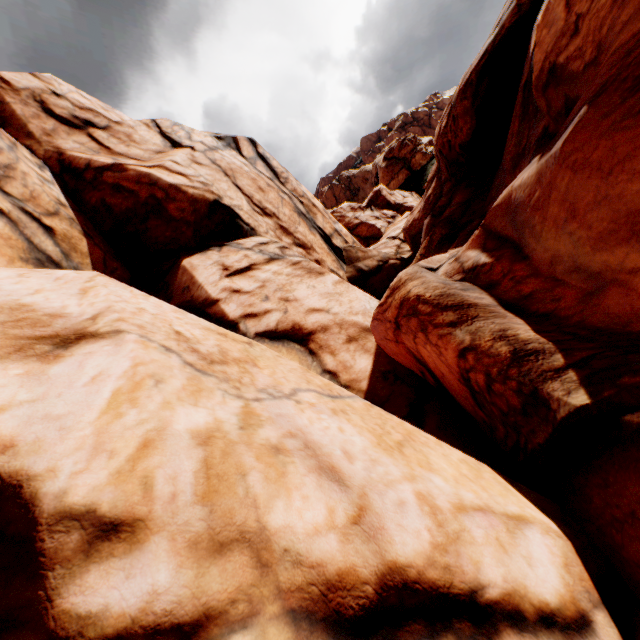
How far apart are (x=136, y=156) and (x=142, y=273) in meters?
5.4 m
